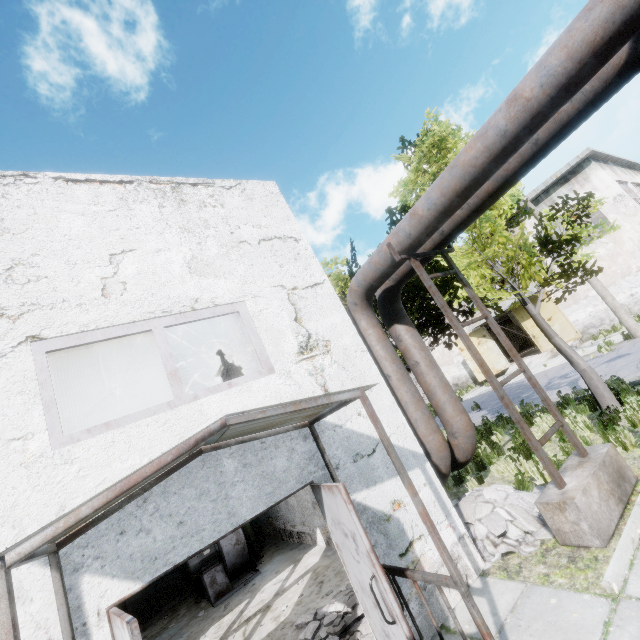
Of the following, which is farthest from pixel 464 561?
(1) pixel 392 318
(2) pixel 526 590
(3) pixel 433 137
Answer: (3) pixel 433 137

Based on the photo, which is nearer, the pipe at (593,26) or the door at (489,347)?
the pipe at (593,26)

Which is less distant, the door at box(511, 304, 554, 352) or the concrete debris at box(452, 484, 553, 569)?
the concrete debris at box(452, 484, 553, 569)

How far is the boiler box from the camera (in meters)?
9.45

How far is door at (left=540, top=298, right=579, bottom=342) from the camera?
22.3 meters

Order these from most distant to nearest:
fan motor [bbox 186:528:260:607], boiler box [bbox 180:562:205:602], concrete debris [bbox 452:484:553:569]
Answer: boiler box [bbox 180:562:205:602], fan motor [bbox 186:528:260:607], concrete debris [bbox 452:484:553:569]

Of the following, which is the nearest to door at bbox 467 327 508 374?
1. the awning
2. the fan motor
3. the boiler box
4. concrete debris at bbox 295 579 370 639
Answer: the boiler box

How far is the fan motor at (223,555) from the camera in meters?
8.7
